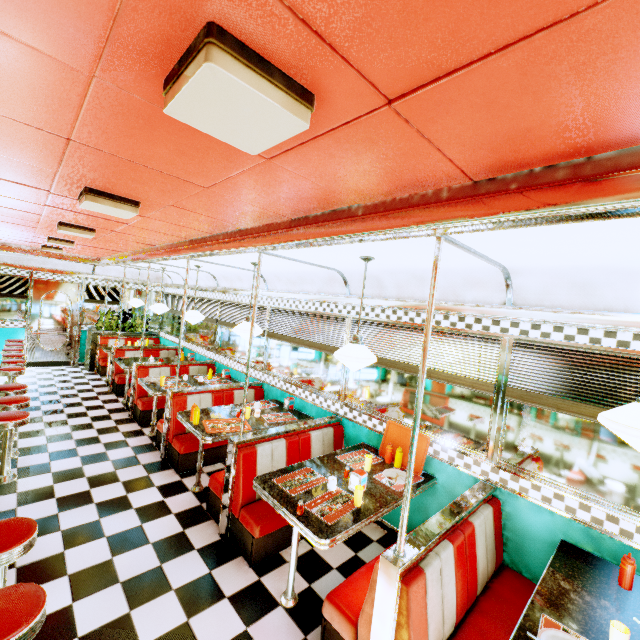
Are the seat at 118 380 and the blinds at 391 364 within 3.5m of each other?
no

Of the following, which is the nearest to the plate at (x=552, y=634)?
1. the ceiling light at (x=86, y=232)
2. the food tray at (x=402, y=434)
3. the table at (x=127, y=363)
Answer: the food tray at (x=402, y=434)

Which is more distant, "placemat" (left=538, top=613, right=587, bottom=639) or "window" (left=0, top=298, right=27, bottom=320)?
"window" (left=0, top=298, right=27, bottom=320)

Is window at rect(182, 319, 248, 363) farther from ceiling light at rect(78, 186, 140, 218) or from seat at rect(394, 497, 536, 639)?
ceiling light at rect(78, 186, 140, 218)

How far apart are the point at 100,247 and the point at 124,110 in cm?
582

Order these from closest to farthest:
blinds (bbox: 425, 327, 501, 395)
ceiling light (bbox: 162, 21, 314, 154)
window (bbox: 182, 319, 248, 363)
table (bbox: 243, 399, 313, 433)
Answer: ceiling light (bbox: 162, 21, 314, 154), blinds (bbox: 425, 327, 501, 395), table (bbox: 243, 399, 313, 433), window (bbox: 182, 319, 248, 363)

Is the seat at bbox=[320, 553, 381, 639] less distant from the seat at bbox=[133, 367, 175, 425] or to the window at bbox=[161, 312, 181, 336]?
the window at bbox=[161, 312, 181, 336]

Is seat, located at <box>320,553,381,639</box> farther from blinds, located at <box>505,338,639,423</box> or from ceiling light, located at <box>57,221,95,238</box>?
ceiling light, located at <box>57,221,95,238</box>
